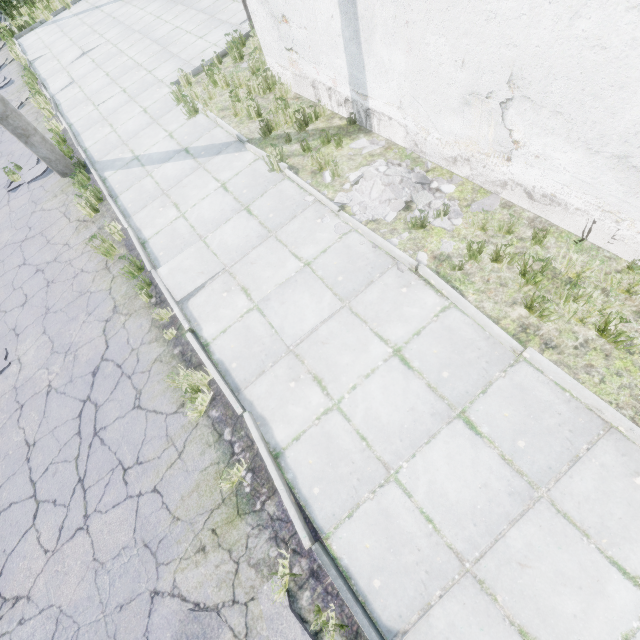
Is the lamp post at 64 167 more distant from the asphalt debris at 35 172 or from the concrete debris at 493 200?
the concrete debris at 493 200

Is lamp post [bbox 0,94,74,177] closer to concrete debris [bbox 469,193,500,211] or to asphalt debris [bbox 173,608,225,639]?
concrete debris [bbox 469,193,500,211]

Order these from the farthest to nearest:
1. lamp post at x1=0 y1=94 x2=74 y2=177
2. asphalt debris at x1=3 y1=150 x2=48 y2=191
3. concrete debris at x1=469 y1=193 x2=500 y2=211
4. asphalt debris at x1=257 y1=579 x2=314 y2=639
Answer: asphalt debris at x1=3 y1=150 x2=48 y2=191, lamp post at x1=0 y1=94 x2=74 y2=177, concrete debris at x1=469 y1=193 x2=500 y2=211, asphalt debris at x1=257 y1=579 x2=314 y2=639

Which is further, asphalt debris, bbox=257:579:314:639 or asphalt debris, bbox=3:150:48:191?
asphalt debris, bbox=3:150:48:191

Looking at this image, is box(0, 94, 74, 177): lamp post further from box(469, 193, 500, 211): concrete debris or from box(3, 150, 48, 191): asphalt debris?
box(469, 193, 500, 211): concrete debris

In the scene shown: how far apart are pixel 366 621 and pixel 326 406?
2.01m

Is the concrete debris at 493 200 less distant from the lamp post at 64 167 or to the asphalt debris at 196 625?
the asphalt debris at 196 625
